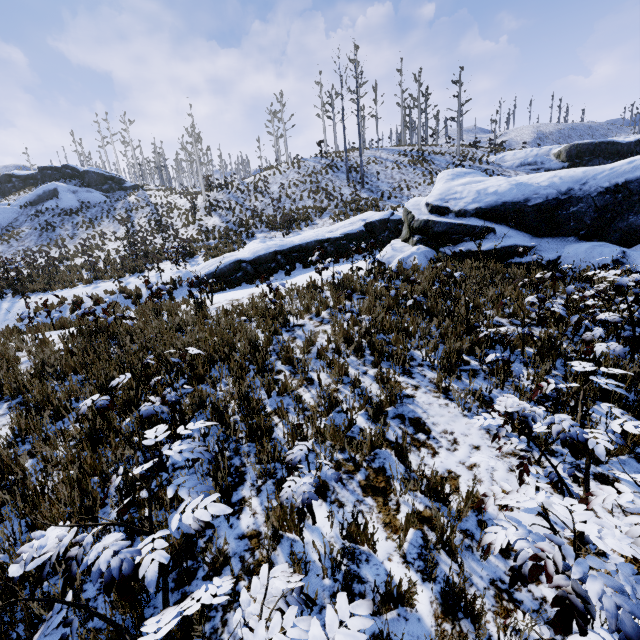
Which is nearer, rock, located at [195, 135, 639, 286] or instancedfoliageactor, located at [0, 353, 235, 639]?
instancedfoliageactor, located at [0, 353, 235, 639]

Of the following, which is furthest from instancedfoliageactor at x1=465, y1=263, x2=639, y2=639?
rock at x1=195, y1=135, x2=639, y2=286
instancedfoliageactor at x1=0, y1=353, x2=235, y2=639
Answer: rock at x1=195, y1=135, x2=639, y2=286

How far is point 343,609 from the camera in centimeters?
86cm

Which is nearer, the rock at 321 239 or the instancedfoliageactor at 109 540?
the instancedfoliageactor at 109 540

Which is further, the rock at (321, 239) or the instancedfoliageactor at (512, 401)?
the rock at (321, 239)

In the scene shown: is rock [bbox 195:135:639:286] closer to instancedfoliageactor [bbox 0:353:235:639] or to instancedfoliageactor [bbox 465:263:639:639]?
instancedfoliageactor [bbox 465:263:639:639]

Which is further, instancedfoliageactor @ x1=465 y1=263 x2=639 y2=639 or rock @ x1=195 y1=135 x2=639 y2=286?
rock @ x1=195 y1=135 x2=639 y2=286
